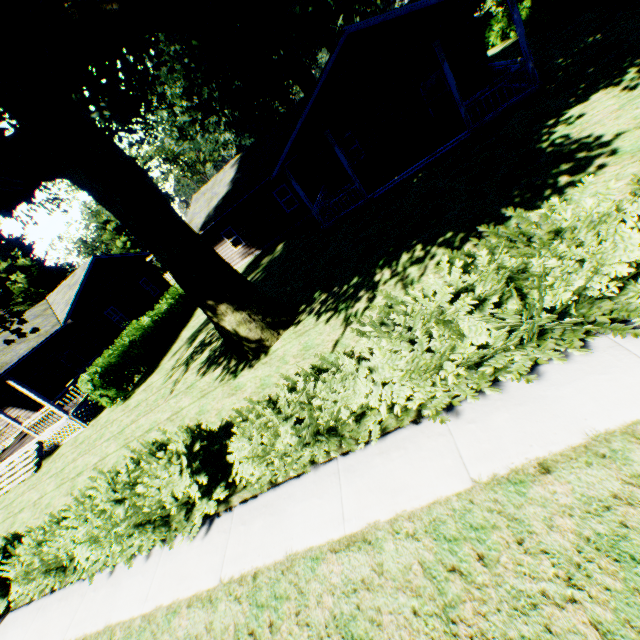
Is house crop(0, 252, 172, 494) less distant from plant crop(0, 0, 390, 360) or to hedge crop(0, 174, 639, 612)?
plant crop(0, 0, 390, 360)

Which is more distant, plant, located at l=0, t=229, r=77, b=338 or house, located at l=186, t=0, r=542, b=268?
house, located at l=186, t=0, r=542, b=268

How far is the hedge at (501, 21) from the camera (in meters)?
22.88

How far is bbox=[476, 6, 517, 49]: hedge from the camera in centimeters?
2288cm

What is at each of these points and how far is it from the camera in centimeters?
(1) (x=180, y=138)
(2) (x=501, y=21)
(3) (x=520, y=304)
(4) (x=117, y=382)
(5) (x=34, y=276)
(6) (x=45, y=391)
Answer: (1) plant, 3259cm
(2) hedge, 2314cm
(3) hedge, 458cm
(4) hedge, 1575cm
(5) plant, 3077cm
(6) house, 2188cm

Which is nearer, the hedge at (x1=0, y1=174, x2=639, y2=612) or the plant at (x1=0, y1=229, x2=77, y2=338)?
the hedge at (x1=0, y1=174, x2=639, y2=612)

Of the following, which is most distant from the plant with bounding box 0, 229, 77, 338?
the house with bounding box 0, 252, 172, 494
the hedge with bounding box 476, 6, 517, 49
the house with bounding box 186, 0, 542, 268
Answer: the house with bounding box 186, 0, 542, 268

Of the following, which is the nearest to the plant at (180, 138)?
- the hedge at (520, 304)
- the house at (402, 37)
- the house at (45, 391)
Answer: the house at (45, 391)
